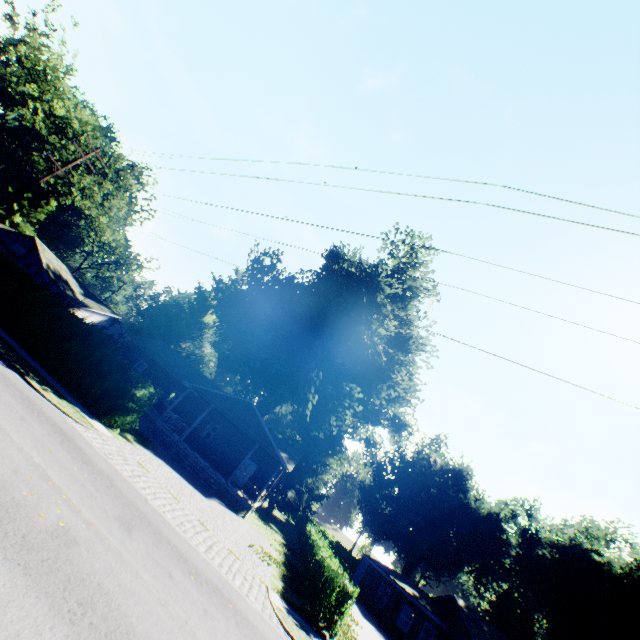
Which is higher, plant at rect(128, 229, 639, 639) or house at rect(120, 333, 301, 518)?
plant at rect(128, 229, 639, 639)

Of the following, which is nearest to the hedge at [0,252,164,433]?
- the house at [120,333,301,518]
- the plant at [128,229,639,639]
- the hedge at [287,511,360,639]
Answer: the house at [120,333,301,518]

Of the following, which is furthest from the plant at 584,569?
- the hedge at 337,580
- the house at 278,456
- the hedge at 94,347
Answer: the hedge at 94,347

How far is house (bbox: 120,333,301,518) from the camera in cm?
2441

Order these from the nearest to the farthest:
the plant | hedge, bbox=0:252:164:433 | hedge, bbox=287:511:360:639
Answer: hedge, bbox=287:511:360:639
hedge, bbox=0:252:164:433
the plant

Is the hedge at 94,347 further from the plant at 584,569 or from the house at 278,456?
the plant at 584,569

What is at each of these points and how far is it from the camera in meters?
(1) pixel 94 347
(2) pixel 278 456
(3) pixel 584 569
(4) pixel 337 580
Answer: (1) hedge, 18.4 m
(2) house, 25.2 m
(3) plant, 32.2 m
(4) hedge, 14.5 m

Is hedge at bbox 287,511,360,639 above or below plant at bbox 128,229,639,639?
below
